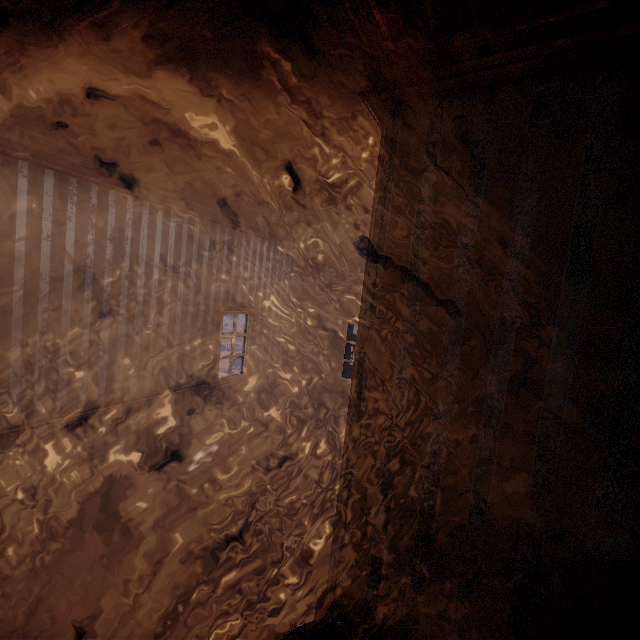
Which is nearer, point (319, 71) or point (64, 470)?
point (319, 71)
